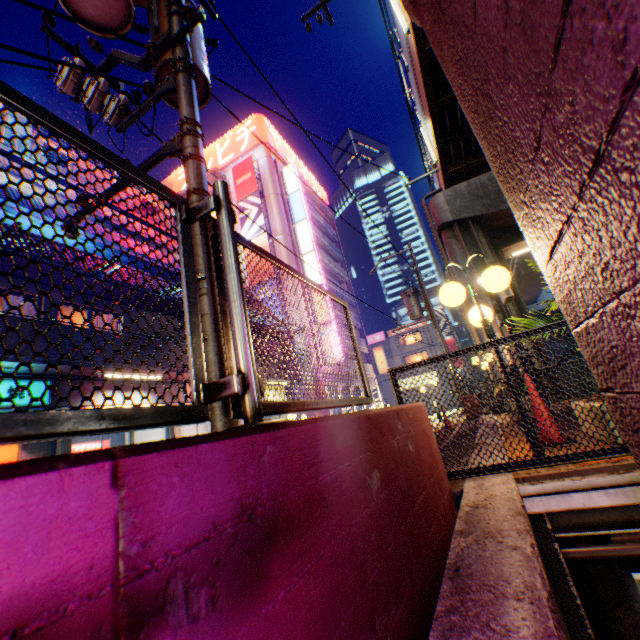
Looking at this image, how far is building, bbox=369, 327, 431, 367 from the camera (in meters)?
45.88

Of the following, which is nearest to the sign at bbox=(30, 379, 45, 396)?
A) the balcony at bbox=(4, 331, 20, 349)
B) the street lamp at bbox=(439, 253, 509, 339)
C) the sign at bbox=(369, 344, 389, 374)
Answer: the balcony at bbox=(4, 331, 20, 349)

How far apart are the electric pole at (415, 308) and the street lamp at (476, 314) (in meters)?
13.14

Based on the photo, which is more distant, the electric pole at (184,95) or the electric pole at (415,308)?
the electric pole at (415,308)

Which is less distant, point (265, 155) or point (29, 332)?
point (29, 332)

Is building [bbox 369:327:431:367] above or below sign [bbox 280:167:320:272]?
below

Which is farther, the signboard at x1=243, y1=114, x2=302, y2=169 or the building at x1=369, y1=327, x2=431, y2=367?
the building at x1=369, y1=327, x2=431, y2=367

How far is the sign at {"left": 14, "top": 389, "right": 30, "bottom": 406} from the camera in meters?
8.6
